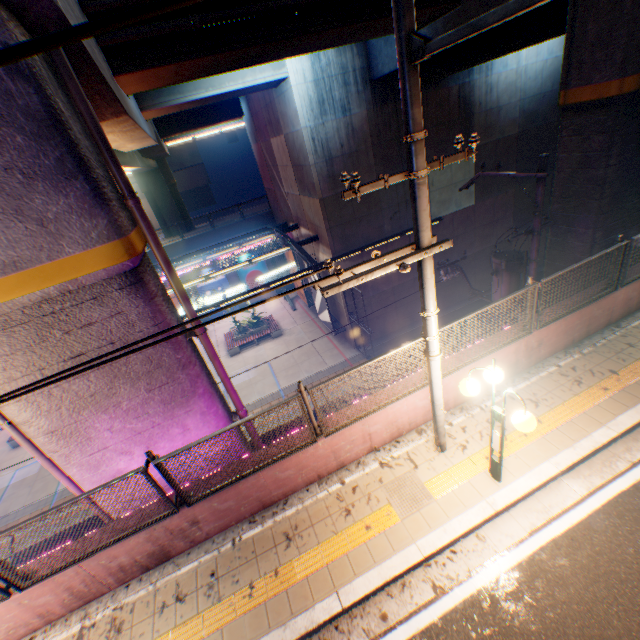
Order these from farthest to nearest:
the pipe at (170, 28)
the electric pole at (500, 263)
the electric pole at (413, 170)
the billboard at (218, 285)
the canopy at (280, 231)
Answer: the billboard at (218, 285) → the canopy at (280, 231) → the electric pole at (500, 263) → the pipe at (170, 28) → the electric pole at (413, 170)

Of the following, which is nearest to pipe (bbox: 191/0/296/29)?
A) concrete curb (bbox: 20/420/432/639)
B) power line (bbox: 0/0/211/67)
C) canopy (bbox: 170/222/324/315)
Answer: power line (bbox: 0/0/211/67)

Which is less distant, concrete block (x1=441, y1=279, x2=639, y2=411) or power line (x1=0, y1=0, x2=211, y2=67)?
power line (x1=0, y1=0, x2=211, y2=67)

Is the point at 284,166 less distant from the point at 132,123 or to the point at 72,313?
the point at 132,123

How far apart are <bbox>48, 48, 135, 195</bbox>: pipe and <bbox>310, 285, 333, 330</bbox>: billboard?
10.4m

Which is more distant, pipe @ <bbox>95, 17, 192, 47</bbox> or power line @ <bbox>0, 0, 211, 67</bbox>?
pipe @ <bbox>95, 17, 192, 47</bbox>

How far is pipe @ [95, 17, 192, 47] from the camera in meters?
6.6 m

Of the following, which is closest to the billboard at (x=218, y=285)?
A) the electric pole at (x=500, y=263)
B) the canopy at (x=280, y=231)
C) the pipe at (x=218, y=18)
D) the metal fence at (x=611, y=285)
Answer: the canopy at (x=280, y=231)
